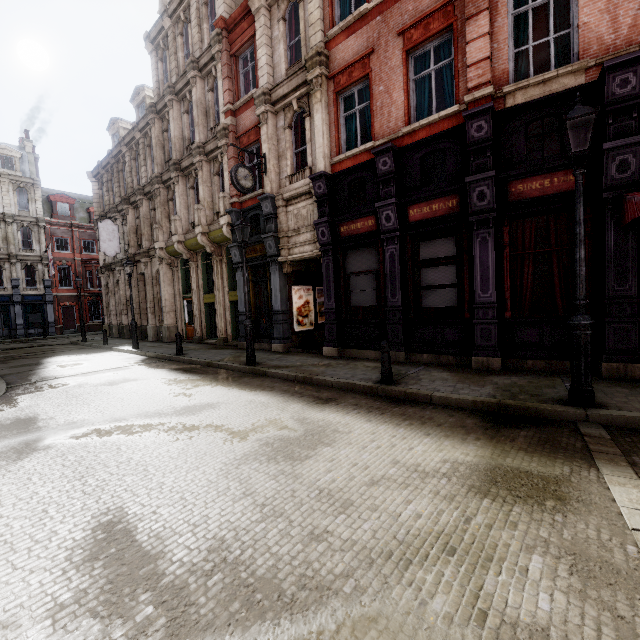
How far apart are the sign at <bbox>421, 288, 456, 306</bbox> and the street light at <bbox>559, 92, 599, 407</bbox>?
3.47m

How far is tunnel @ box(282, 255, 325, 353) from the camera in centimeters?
1299cm

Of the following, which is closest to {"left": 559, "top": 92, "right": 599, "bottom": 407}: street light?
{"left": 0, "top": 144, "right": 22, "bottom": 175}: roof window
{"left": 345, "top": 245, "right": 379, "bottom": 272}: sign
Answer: {"left": 345, "top": 245, "right": 379, "bottom": 272}: sign

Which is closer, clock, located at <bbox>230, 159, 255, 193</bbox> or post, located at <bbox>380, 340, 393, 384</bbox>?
post, located at <bbox>380, 340, 393, 384</bbox>

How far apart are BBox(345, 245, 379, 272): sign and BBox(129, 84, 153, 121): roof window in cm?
1919

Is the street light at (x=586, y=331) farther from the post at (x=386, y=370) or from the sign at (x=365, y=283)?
the sign at (x=365, y=283)

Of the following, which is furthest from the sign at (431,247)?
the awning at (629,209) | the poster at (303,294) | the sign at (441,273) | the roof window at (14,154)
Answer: the roof window at (14,154)

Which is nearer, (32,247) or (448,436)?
(448,436)
